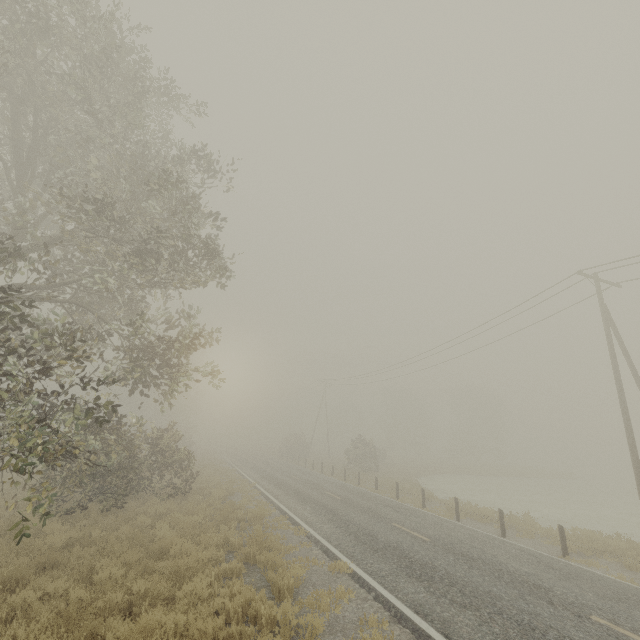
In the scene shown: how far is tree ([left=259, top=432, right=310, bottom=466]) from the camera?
45.2m

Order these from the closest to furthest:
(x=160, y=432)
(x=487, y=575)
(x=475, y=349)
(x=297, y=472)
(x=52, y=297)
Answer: (x=487, y=575) → (x=52, y=297) → (x=160, y=432) → (x=475, y=349) → (x=297, y=472)

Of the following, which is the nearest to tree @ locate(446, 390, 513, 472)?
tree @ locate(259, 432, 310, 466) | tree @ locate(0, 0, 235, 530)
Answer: tree @ locate(259, 432, 310, 466)

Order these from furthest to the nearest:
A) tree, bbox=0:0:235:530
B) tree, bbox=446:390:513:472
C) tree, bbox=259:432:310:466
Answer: tree, bbox=446:390:513:472, tree, bbox=259:432:310:466, tree, bbox=0:0:235:530

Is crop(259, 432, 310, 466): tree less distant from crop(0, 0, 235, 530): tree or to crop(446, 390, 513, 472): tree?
crop(0, 0, 235, 530): tree

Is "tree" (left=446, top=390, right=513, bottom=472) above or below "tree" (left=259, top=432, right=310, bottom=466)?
above

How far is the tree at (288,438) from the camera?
45.2m

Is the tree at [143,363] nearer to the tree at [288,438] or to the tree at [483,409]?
the tree at [288,438]
